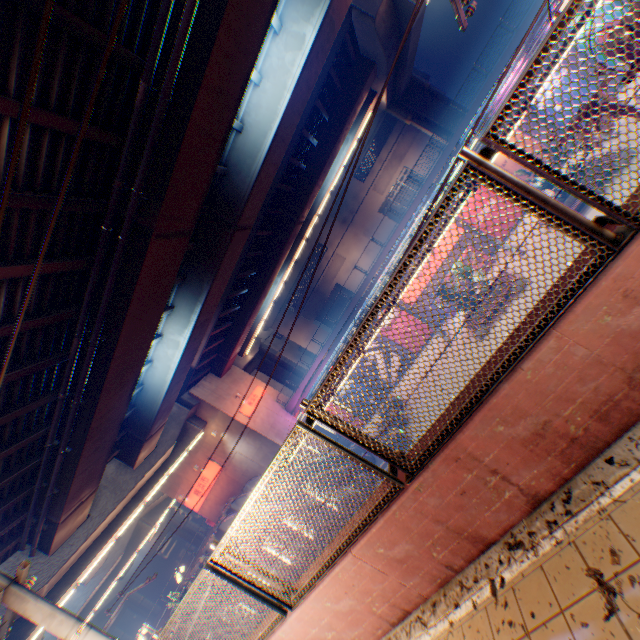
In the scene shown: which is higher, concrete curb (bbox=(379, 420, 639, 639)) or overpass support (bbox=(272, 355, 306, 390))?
overpass support (bbox=(272, 355, 306, 390))

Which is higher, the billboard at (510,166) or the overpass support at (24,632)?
the overpass support at (24,632)

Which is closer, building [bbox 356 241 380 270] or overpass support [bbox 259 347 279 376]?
overpass support [bbox 259 347 279 376]

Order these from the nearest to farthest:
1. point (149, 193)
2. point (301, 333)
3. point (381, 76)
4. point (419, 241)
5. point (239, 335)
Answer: point (419, 241), point (149, 193), point (381, 76), point (239, 335), point (301, 333)

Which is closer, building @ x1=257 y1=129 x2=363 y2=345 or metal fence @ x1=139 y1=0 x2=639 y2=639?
metal fence @ x1=139 y1=0 x2=639 y2=639

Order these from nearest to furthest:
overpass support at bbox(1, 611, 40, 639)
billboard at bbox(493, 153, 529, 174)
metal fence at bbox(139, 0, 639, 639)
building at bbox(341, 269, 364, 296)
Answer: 1. metal fence at bbox(139, 0, 639, 639)
2. overpass support at bbox(1, 611, 40, 639)
3. billboard at bbox(493, 153, 529, 174)
4. building at bbox(341, 269, 364, 296)

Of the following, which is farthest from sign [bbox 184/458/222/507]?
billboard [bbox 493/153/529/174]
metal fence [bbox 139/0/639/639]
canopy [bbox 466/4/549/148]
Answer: billboard [bbox 493/153/529/174]

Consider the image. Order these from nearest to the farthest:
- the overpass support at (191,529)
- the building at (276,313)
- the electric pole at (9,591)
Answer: the electric pole at (9,591) < the building at (276,313) < the overpass support at (191,529)
